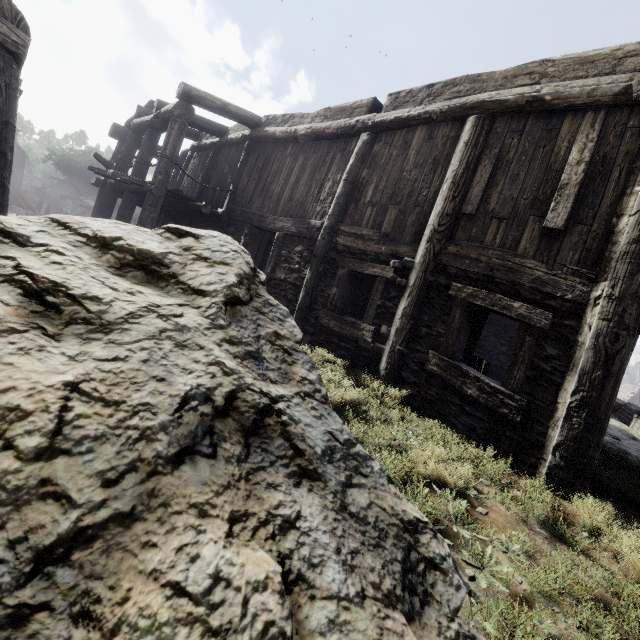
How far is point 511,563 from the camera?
2.3m

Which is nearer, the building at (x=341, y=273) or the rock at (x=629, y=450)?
the building at (x=341, y=273)

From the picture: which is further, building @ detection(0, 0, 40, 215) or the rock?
the rock

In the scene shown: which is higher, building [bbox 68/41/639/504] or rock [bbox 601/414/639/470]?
building [bbox 68/41/639/504]
